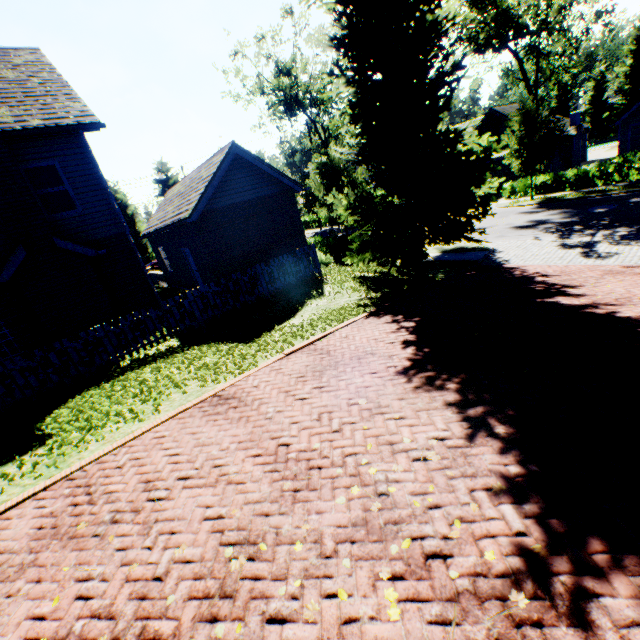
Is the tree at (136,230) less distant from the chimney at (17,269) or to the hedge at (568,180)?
the hedge at (568,180)

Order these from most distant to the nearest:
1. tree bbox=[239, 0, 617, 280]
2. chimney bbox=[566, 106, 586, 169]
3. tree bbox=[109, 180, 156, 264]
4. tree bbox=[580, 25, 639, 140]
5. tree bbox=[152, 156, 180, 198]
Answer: tree bbox=[580, 25, 639, 140] < tree bbox=[152, 156, 180, 198] < tree bbox=[109, 180, 156, 264] < chimney bbox=[566, 106, 586, 169] < tree bbox=[239, 0, 617, 280]

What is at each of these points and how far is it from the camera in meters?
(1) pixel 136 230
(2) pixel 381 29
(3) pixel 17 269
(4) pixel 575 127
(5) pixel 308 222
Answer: (1) tree, 33.5 m
(2) tree, 10.8 m
(3) chimney, 9.7 m
(4) chimney, 31.9 m
(5) hedge, 47.2 m

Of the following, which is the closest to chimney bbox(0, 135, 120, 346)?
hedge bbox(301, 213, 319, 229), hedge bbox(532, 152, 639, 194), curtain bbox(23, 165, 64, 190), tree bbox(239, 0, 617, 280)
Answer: curtain bbox(23, 165, 64, 190)

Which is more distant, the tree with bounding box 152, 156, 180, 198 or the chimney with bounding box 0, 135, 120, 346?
the tree with bounding box 152, 156, 180, 198

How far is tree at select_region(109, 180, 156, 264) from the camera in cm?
3294

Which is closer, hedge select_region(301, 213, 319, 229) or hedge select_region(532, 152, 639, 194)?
hedge select_region(532, 152, 639, 194)

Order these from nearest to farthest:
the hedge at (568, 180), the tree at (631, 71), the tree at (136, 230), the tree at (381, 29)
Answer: the tree at (381, 29), the hedge at (568, 180), the tree at (136, 230), the tree at (631, 71)
